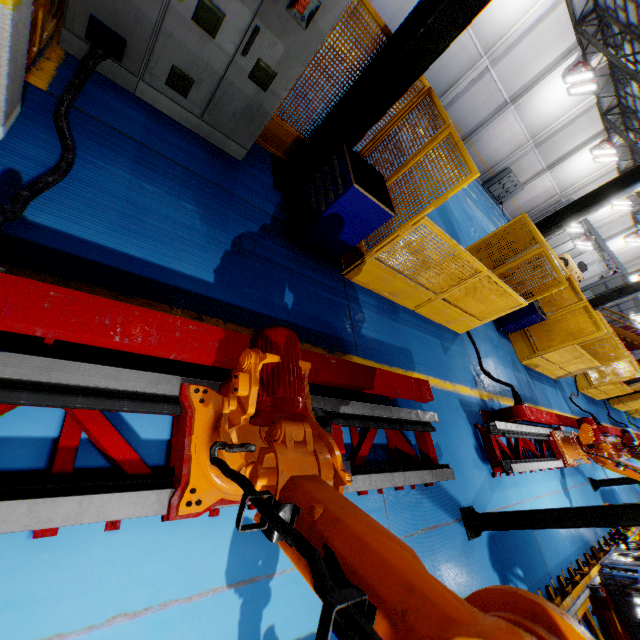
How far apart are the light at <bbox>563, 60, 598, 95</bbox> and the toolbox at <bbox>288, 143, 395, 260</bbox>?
24.27m

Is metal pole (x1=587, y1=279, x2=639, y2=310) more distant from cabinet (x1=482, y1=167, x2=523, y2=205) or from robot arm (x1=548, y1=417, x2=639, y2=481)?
cabinet (x1=482, y1=167, x2=523, y2=205)

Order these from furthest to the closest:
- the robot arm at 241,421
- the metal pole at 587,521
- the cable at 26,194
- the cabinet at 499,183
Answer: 1. the cabinet at 499,183
2. the metal pole at 587,521
3. the cable at 26,194
4. the robot arm at 241,421

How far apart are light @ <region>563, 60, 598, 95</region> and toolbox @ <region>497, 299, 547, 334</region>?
19.0m

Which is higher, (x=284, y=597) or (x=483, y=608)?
(x=483, y=608)

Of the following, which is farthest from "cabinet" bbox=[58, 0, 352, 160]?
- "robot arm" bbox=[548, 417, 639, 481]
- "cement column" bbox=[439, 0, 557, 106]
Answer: "cement column" bbox=[439, 0, 557, 106]

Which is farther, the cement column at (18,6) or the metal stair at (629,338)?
the metal stair at (629,338)

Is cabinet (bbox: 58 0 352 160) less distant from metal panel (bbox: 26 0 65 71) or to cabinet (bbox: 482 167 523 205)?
metal panel (bbox: 26 0 65 71)
